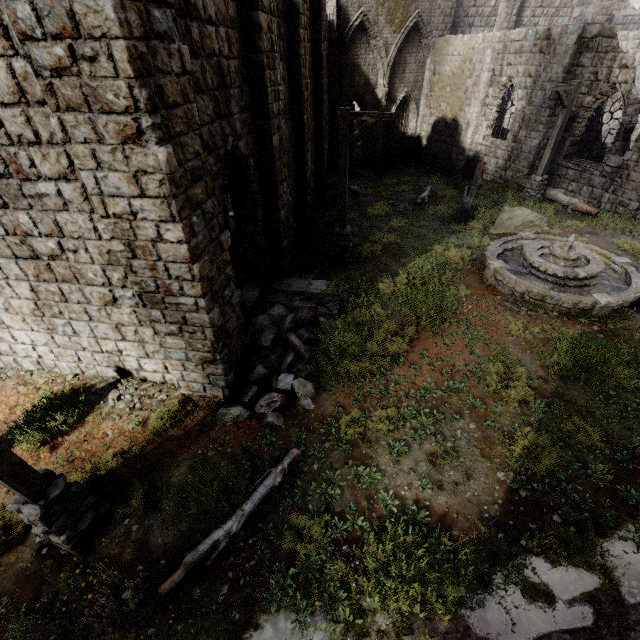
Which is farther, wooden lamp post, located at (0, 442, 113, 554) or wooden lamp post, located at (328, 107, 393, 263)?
wooden lamp post, located at (328, 107, 393, 263)

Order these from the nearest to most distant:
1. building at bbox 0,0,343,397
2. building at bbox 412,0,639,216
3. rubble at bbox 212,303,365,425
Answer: building at bbox 0,0,343,397 → rubble at bbox 212,303,365,425 → building at bbox 412,0,639,216

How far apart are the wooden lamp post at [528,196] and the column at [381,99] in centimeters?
1022cm

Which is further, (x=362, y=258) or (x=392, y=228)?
(x=392, y=228)

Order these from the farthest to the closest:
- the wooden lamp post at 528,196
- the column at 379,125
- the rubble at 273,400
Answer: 1. the column at 379,125
2. the wooden lamp post at 528,196
3. the rubble at 273,400

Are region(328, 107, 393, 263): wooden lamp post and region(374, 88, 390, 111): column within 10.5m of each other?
no

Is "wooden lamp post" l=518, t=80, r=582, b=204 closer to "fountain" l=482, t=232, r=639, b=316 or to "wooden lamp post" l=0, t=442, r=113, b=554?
"fountain" l=482, t=232, r=639, b=316

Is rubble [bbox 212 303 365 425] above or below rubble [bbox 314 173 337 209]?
above
